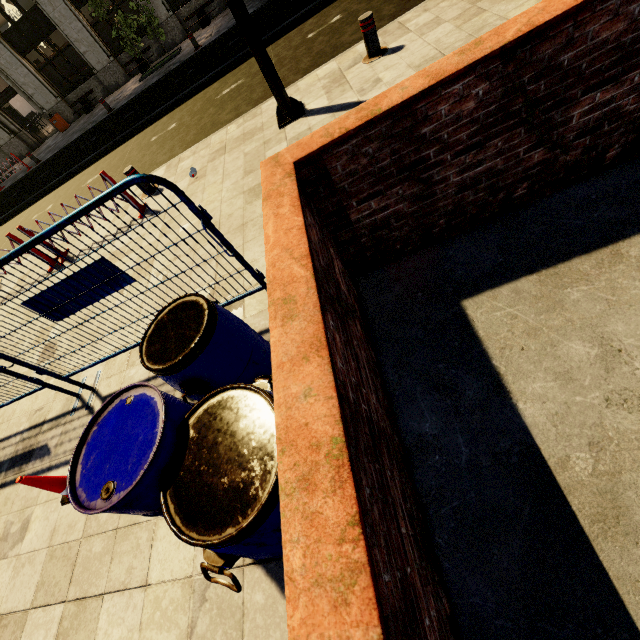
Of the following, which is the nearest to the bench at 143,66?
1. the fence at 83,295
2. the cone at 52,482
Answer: the fence at 83,295

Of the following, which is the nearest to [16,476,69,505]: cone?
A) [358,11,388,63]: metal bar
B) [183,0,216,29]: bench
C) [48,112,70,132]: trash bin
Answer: [358,11,388,63]: metal bar

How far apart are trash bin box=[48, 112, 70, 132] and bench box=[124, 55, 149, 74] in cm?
491

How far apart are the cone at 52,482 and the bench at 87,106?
22.15m

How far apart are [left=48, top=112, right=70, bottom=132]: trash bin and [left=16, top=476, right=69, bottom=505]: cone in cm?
2291

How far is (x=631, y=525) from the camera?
1.5 meters

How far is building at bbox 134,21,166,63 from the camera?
16.62m

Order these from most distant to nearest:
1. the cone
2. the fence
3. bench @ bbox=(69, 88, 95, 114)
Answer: bench @ bbox=(69, 88, 95, 114) → the cone → the fence
